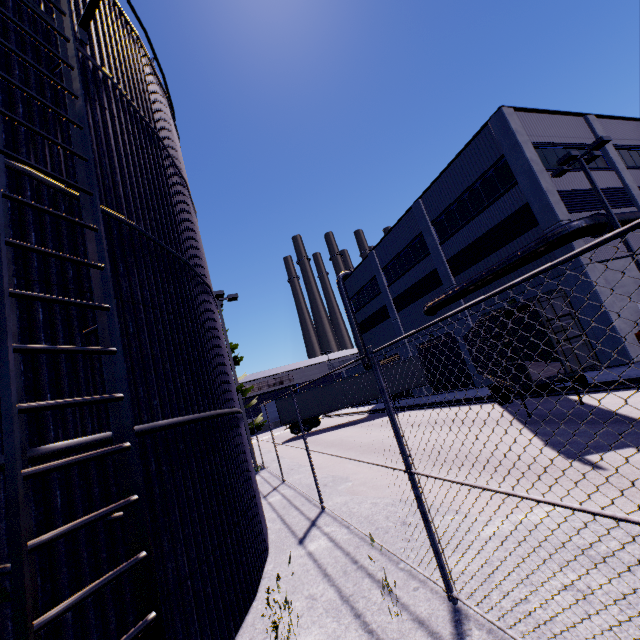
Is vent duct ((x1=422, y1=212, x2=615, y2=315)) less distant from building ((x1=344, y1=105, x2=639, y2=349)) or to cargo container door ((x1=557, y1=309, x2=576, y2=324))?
building ((x1=344, y1=105, x2=639, y2=349))

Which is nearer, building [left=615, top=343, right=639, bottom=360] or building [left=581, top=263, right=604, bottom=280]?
building [left=615, top=343, right=639, bottom=360]

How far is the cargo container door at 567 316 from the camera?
8.9 meters

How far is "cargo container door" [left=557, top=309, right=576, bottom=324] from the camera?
8.9m

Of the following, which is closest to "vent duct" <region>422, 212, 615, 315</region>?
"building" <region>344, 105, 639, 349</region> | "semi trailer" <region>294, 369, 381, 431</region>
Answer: "building" <region>344, 105, 639, 349</region>

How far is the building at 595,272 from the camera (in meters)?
15.79

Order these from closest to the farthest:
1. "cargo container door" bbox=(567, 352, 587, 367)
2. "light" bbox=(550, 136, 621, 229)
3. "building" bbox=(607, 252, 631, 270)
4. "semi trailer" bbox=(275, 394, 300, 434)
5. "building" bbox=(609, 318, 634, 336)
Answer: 1. "cargo container door" bbox=(567, 352, 587, 367)
2. "light" bbox=(550, 136, 621, 229)
3. "building" bbox=(609, 318, 634, 336)
4. "building" bbox=(607, 252, 631, 270)
5. "semi trailer" bbox=(275, 394, 300, 434)

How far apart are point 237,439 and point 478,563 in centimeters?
457cm
